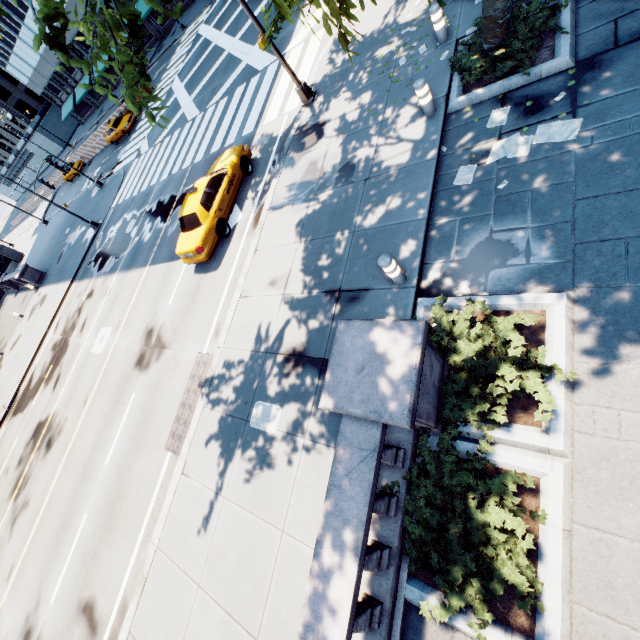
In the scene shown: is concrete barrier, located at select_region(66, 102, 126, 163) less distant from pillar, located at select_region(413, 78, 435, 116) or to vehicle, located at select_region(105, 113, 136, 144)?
vehicle, located at select_region(105, 113, 136, 144)

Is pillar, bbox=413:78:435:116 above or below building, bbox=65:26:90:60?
below

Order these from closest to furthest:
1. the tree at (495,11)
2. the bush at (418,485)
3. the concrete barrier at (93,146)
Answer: the bush at (418,485)
the tree at (495,11)
the concrete barrier at (93,146)

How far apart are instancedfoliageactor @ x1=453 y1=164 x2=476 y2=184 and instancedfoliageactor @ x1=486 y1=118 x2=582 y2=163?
0.20m

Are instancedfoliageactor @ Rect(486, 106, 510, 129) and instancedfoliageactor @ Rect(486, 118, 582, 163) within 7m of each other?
yes

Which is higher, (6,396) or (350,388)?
(350,388)

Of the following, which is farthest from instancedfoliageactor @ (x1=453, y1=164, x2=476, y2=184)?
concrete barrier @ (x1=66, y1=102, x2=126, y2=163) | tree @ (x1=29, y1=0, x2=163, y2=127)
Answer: concrete barrier @ (x1=66, y1=102, x2=126, y2=163)

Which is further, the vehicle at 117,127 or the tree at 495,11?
the vehicle at 117,127
